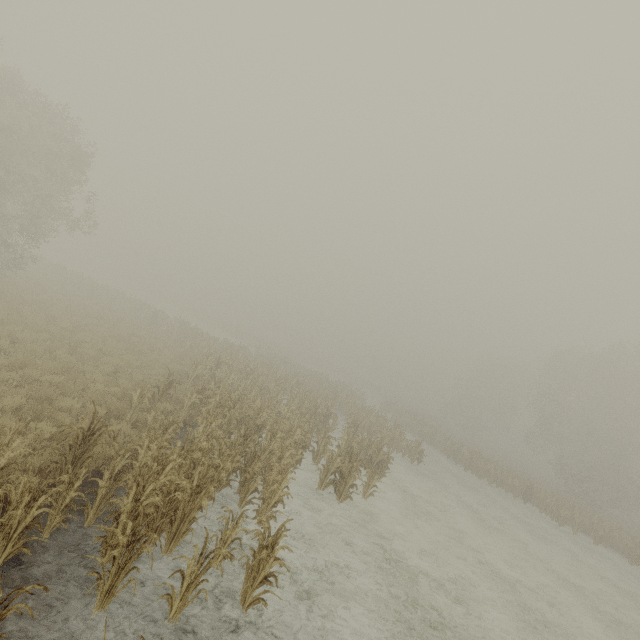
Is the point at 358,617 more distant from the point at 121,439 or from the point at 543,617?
the point at 543,617
